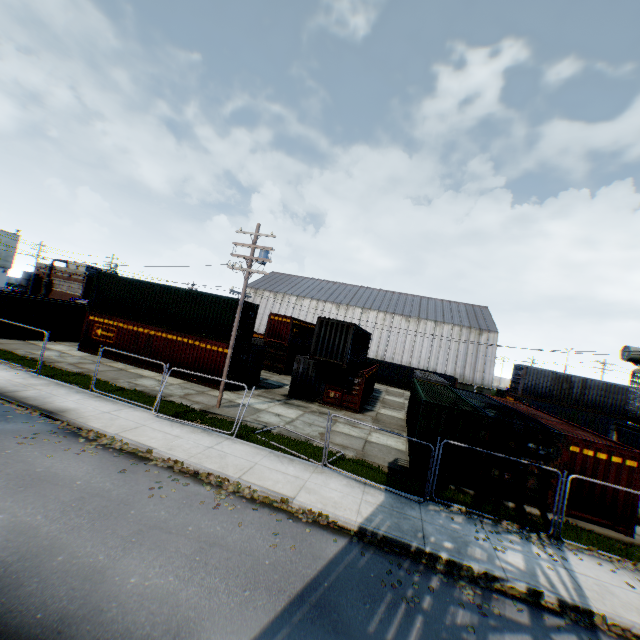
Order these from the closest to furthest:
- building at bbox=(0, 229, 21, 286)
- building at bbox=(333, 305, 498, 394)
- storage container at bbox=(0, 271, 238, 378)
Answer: storage container at bbox=(0, 271, 238, 378) → building at bbox=(0, 229, 21, 286) → building at bbox=(333, 305, 498, 394)

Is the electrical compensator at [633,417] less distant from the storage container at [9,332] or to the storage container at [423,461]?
the storage container at [423,461]

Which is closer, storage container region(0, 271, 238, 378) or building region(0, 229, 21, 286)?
storage container region(0, 271, 238, 378)

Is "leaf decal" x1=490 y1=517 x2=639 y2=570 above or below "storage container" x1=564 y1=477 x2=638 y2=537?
below

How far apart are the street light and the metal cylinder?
60.58m

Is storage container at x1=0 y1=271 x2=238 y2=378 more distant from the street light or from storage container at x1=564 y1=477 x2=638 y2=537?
storage container at x1=564 y1=477 x2=638 y2=537

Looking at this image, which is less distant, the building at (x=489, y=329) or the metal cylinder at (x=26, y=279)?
the building at (x=489, y=329)

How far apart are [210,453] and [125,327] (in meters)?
15.86
